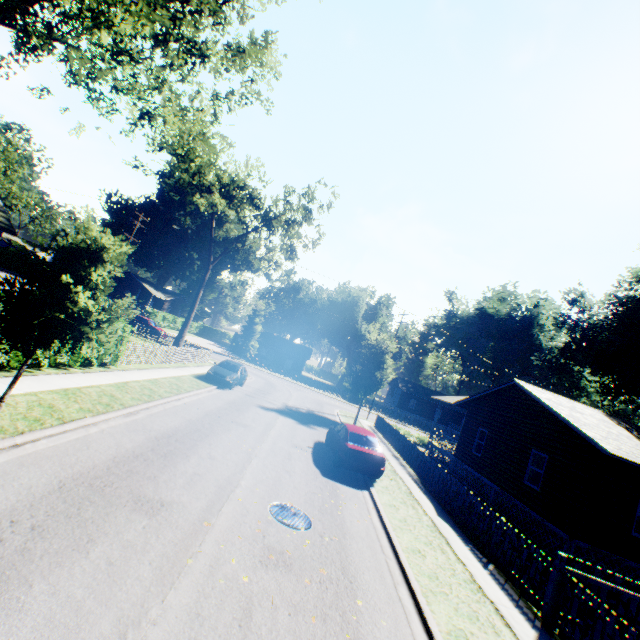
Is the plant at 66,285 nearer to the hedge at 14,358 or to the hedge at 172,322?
the hedge at 14,358

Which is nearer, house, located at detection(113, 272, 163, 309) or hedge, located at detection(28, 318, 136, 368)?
hedge, located at detection(28, 318, 136, 368)

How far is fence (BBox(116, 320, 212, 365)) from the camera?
17.19m

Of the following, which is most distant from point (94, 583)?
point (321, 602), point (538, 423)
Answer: point (538, 423)

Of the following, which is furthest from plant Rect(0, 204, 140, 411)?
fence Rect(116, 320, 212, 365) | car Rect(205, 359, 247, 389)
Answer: car Rect(205, 359, 247, 389)

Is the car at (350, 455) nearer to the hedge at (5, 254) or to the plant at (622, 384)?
the plant at (622, 384)

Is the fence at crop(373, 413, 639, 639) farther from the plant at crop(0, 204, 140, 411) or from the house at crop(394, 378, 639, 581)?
the plant at crop(0, 204, 140, 411)

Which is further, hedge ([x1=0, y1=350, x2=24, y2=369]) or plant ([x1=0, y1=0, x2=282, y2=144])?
plant ([x1=0, y1=0, x2=282, y2=144])
